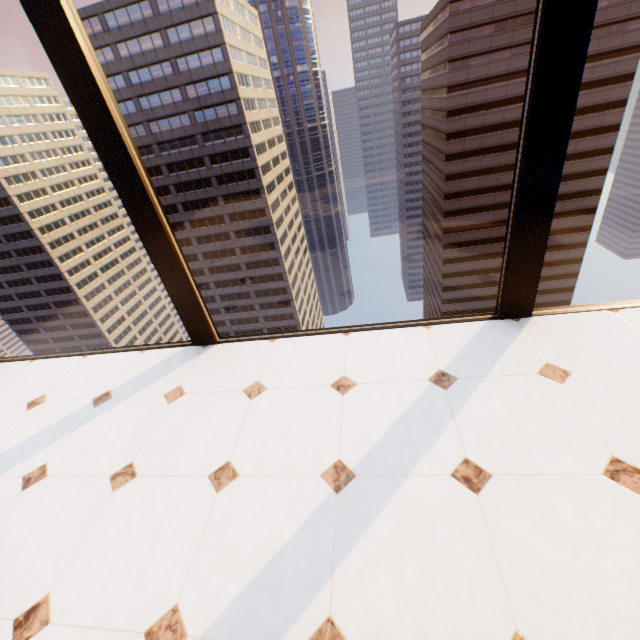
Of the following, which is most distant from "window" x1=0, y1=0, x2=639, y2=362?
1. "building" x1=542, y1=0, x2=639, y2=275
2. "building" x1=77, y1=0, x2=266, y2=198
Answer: "building" x1=77, y1=0, x2=266, y2=198

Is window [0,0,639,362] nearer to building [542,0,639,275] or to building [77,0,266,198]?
building [542,0,639,275]

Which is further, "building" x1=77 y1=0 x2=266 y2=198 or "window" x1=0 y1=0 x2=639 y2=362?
"building" x1=77 y1=0 x2=266 y2=198

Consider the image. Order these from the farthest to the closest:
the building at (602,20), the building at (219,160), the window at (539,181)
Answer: the building at (219,160) → the building at (602,20) → the window at (539,181)

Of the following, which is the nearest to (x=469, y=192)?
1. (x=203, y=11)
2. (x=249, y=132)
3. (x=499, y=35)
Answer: (x=499, y=35)

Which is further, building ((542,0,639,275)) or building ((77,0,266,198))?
building ((77,0,266,198))

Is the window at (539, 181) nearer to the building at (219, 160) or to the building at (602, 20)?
the building at (602, 20)
